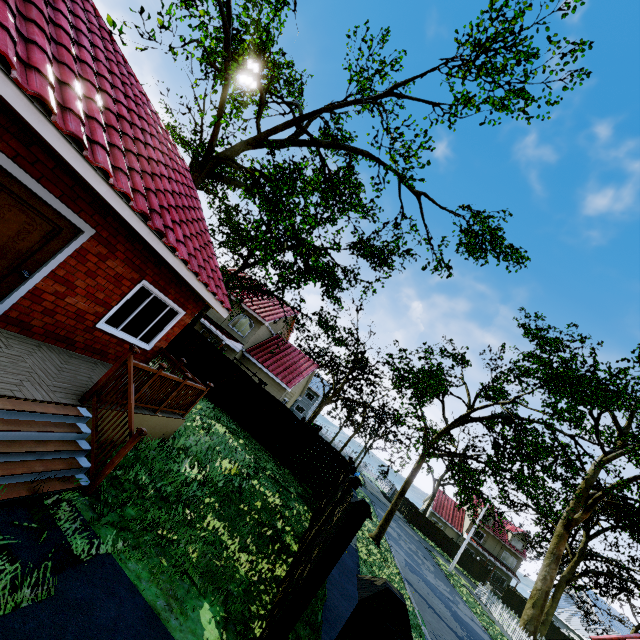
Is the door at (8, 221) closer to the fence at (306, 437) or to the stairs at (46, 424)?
the stairs at (46, 424)

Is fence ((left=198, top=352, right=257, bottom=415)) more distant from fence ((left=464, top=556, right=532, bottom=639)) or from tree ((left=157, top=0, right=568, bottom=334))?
tree ((left=157, top=0, right=568, bottom=334))

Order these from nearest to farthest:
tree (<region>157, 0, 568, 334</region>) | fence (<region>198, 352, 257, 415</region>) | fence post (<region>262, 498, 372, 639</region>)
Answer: fence post (<region>262, 498, 372, 639</region>), tree (<region>157, 0, 568, 334</region>), fence (<region>198, 352, 257, 415</region>)

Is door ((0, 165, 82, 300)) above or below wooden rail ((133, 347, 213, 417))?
above

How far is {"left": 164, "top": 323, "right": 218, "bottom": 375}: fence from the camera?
17.9m

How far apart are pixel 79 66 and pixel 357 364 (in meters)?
28.16

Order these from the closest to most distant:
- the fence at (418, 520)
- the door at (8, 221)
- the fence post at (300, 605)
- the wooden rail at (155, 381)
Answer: the fence post at (300, 605)
the door at (8, 221)
the wooden rail at (155, 381)
the fence at (418, 520)
